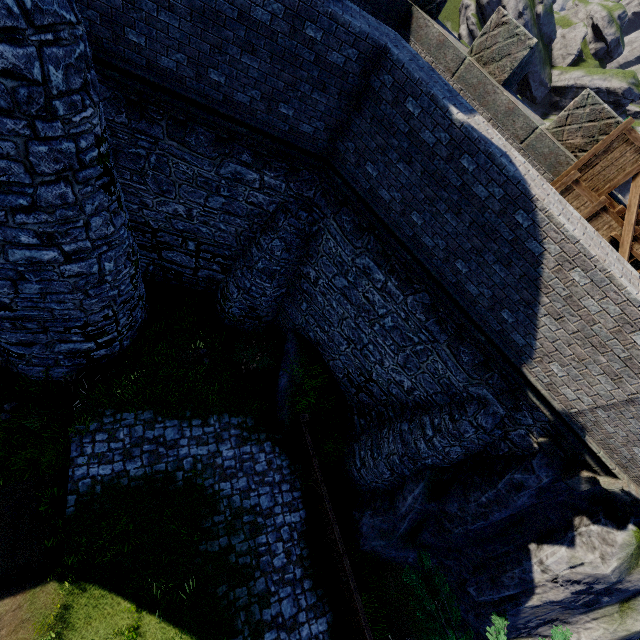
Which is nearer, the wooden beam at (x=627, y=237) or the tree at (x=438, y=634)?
the wooden beam at (x=627, y=237)

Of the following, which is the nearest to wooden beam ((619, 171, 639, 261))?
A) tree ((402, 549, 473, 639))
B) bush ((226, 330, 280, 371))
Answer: tree ((402, 549, 473, 639))

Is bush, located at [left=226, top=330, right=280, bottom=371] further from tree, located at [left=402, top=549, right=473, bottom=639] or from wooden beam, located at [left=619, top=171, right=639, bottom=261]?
wooden beam, located at [left=619, top=171, right=639, bottom=261]

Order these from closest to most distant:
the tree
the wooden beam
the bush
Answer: the wooden beam
the tree
the bush

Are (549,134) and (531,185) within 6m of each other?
yes

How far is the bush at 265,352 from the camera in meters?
12.7
